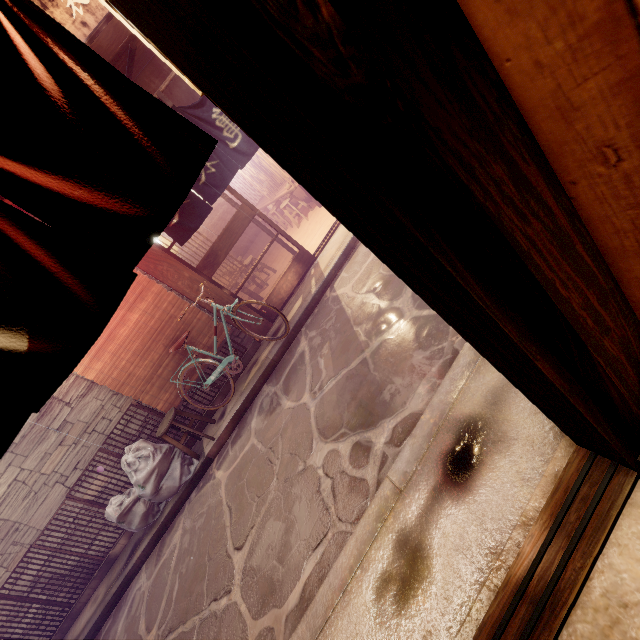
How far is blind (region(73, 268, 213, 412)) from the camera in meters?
9.1 m

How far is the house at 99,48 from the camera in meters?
8.1

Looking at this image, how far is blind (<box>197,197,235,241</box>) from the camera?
22.8m

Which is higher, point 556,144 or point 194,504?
point 556,144

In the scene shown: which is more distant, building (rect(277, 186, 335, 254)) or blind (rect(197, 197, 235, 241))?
blind (rect(197, 197, 235, 241))

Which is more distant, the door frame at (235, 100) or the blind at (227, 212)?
the blind at (227, 212)

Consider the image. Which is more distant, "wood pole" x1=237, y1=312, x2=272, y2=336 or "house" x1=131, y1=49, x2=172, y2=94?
"wood pole" x1=237, y1=312, x2=272, y2=336

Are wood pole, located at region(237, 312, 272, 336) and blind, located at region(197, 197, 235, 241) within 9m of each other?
no
